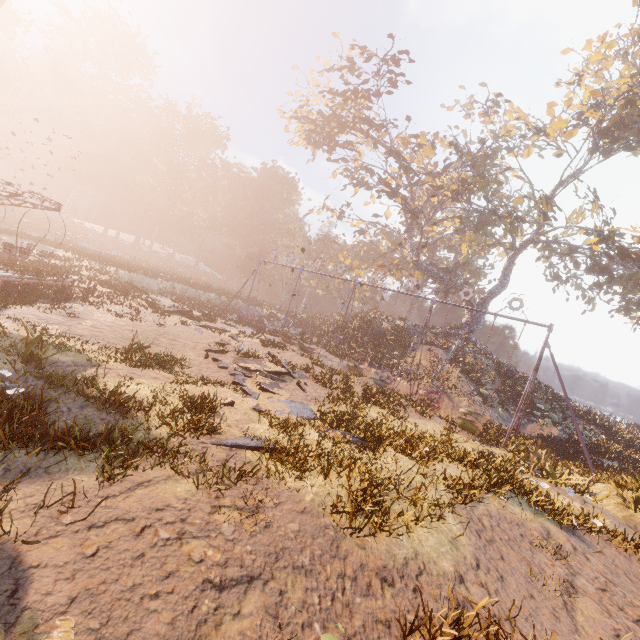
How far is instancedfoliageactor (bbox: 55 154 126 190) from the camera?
57.14m

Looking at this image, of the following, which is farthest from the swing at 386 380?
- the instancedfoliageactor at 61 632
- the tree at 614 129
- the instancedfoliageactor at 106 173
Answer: the instancedfoliageactor at 61 632

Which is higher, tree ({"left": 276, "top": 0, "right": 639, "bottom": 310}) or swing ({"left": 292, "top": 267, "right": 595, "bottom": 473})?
tree ({"left": 276, "top": 0, "right": 639, "bottom": 310})

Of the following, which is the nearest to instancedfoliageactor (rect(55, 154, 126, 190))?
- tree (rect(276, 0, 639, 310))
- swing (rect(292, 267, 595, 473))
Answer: swing (rect(292, 267, 595, 473))

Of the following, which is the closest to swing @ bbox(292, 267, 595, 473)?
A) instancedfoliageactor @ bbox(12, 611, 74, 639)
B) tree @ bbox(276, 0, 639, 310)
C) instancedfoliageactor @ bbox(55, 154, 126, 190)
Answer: tree @ bbox(276, 0, 639, 310)

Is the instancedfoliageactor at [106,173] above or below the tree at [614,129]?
below

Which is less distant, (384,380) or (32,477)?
(32,477)
